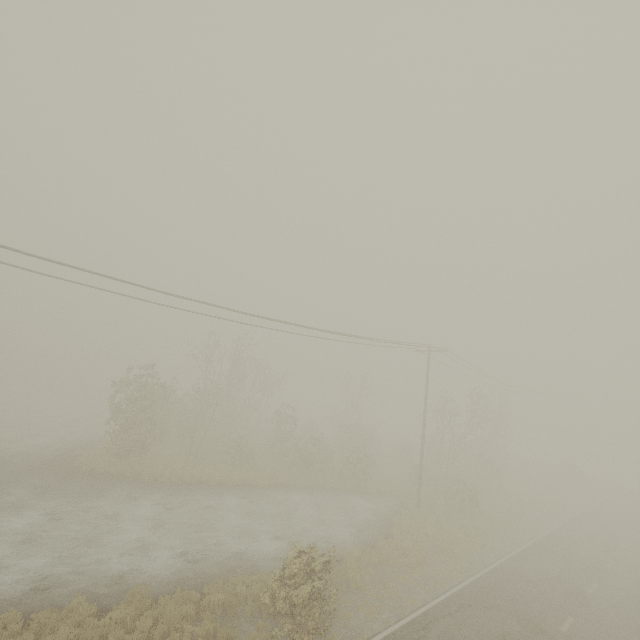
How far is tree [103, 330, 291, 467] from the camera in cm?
2264

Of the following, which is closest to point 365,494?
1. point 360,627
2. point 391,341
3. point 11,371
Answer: point 391,341

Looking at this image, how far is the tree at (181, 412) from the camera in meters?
22.6
